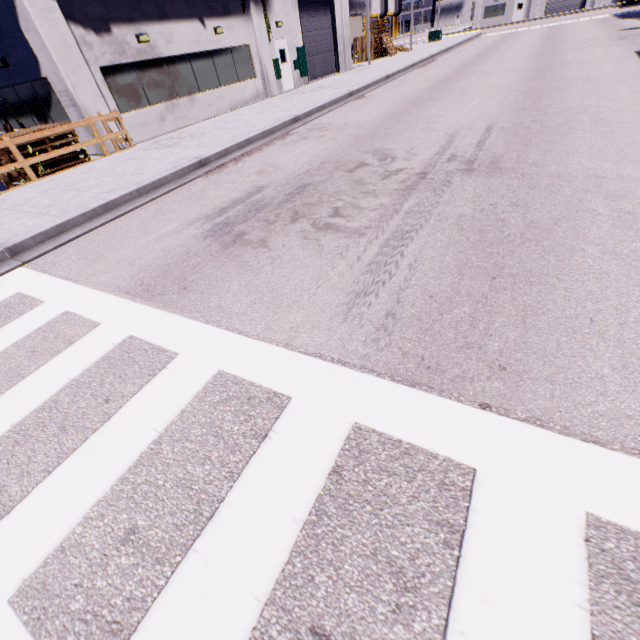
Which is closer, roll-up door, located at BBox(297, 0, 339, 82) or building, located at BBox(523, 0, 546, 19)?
roll-up door, located at BBox(297, 0, 339, 82)

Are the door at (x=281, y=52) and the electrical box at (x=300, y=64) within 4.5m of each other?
yes

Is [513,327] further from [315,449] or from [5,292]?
[5,292]

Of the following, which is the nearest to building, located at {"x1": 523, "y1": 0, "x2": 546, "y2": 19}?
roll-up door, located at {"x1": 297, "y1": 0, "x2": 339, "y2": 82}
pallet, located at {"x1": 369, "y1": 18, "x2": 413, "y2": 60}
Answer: roll-up door, located at {"x1": 297, "y1": 0, "x2": 339, "y2": 82}

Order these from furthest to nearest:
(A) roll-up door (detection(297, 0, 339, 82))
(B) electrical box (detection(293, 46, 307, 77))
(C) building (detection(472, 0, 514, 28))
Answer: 1. (C) building (detection(472, 0, 514, 28))
2. (A) roll-up door (detection(297, 0, 339, 82))
3. (B) electrical box (detection(293, 46, 307, 77))

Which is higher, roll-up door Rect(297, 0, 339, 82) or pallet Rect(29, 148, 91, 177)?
roll-up door Rect(297, 0, 339, 82)

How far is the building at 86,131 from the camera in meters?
11.7 m

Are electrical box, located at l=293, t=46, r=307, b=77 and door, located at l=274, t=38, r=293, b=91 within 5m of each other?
yes
